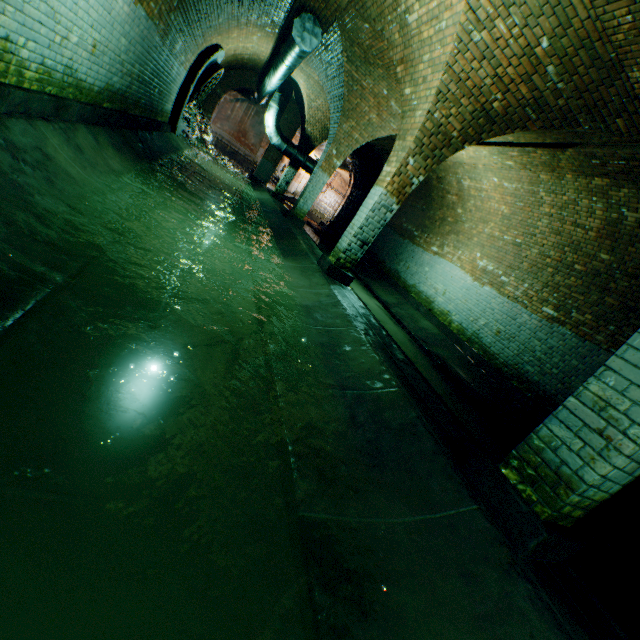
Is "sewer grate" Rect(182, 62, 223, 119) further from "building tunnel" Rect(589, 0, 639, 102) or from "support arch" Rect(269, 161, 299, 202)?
"support arch" Rect(269, 161, 299, 202)

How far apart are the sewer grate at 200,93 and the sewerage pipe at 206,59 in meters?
0.0 m

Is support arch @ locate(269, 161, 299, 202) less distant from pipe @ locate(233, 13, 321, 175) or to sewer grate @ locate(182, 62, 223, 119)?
pipe @ locate(233, 13, 321, 175)

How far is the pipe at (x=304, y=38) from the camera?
6.8m

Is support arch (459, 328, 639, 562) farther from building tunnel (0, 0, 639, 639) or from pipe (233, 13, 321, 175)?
pipe (233, 13, 321, 175)

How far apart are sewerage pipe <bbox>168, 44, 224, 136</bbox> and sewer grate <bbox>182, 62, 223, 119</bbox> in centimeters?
1cm

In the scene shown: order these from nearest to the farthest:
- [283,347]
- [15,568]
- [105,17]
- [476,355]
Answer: [15,568]
[283,347]
[105,17]
[476,355]

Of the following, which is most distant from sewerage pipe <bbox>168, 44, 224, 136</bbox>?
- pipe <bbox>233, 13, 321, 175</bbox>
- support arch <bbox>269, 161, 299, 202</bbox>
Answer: support arch <bbox>269, 161, 299, 202</bbox>
